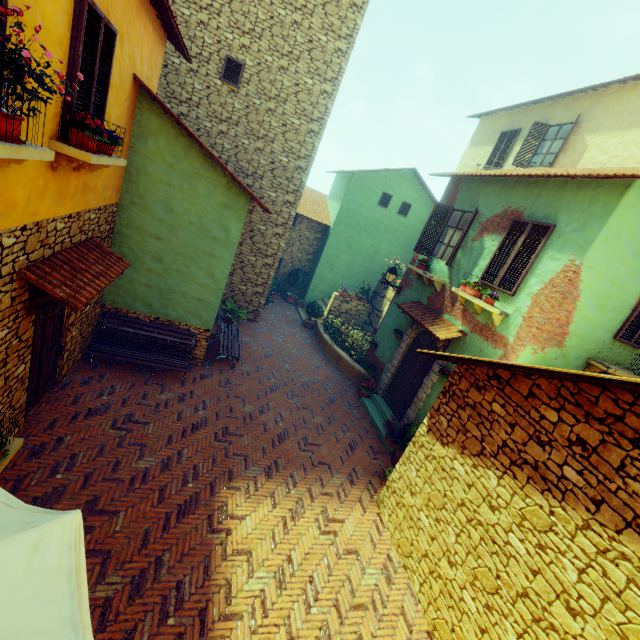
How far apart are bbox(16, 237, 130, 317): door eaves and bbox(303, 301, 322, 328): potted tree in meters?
9.1 m

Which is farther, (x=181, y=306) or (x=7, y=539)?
(x=181, y=306)

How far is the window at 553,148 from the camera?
11.63m

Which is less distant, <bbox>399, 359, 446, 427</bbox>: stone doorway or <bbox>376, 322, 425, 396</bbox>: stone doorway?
<bbox>399, 359, 446, 427</bbox>: stone doorway

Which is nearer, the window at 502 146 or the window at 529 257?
the window at 529 257

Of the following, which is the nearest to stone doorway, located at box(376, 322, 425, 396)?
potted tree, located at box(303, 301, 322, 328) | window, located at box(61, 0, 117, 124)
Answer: window, located at box(61, 0, 117, 124)

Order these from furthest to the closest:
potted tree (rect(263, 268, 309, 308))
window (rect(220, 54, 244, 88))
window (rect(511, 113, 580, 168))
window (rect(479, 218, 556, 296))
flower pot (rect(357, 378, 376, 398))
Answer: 1. potted tree (rect(263, 268, 309, 308))
2. window (rect(511, 113, 580, 168))
3. flower pot (rect(357, 378, 376, 398))
4. window (rect(220, 54, 244, 88))
5. window (rect(479, 218, 556, 296))

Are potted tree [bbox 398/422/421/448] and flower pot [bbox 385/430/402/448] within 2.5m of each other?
yes
